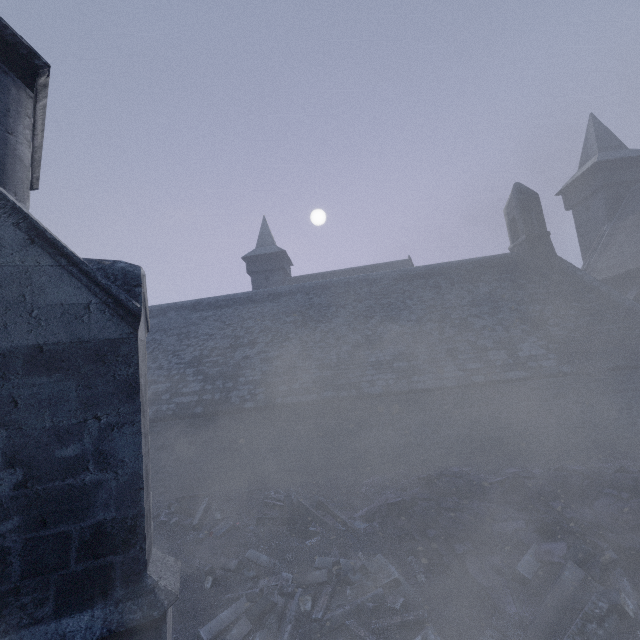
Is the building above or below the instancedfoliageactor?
above

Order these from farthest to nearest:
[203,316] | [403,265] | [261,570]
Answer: [403,265] < [203,316] < [261,570]

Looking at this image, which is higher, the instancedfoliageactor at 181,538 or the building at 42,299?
the building at 42,299

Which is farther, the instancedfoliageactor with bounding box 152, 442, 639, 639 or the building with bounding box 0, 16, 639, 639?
the instancedfoliageactor with bounding box 152, 442, 639, 639

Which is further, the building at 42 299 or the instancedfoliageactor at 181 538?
the instancedfoliageactor at 181 538
